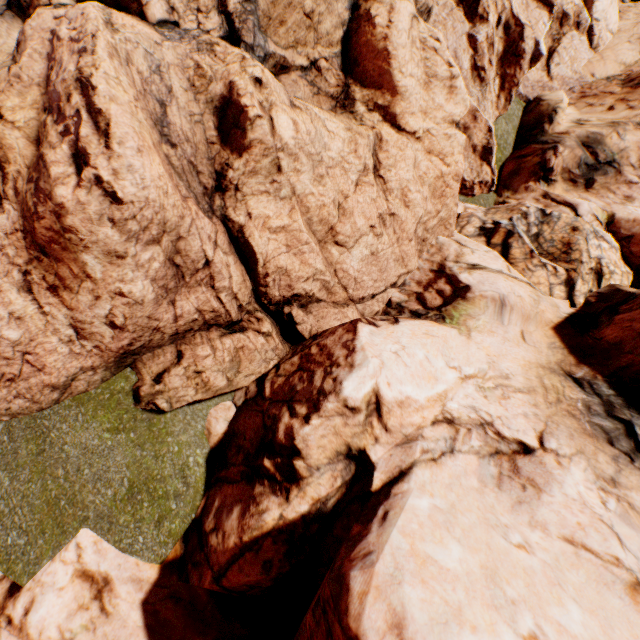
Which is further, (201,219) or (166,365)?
(166,365)
